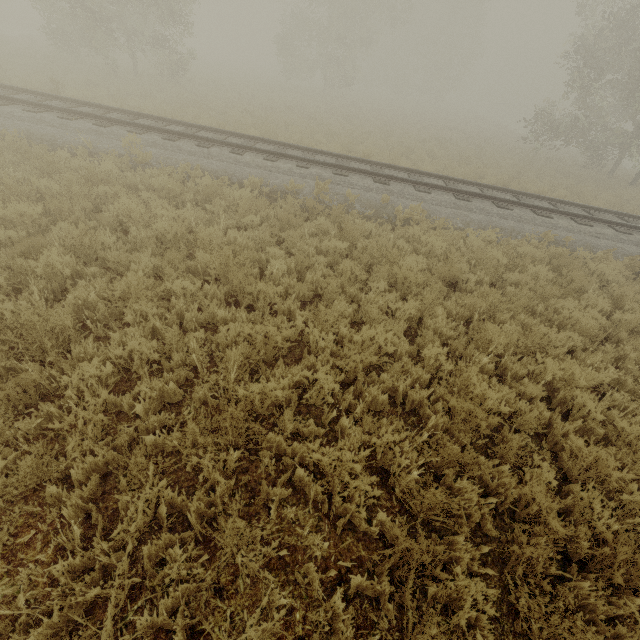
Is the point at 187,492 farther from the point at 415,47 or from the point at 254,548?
the point at 415,47
